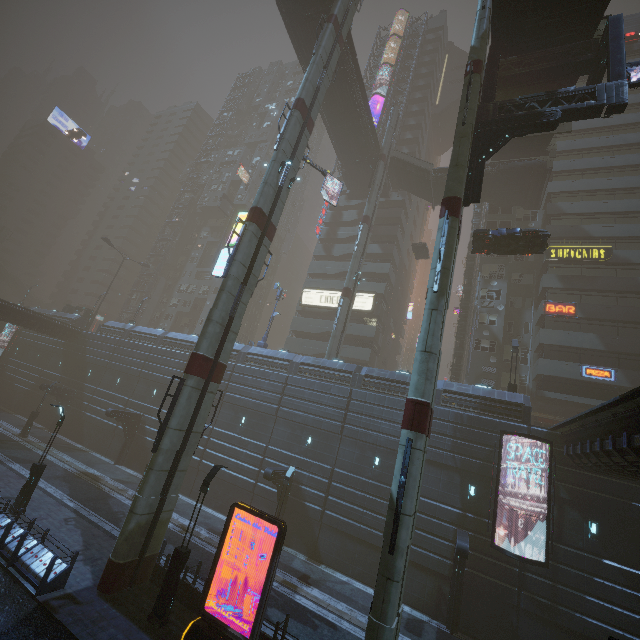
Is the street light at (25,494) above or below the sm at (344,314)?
below

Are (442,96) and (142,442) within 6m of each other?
no

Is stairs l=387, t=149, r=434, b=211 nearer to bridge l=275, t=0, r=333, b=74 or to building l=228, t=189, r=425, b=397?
bridge l=275, t=0, r=333, b=74

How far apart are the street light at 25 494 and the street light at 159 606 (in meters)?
10.57

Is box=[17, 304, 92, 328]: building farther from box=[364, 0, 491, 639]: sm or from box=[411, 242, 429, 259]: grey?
box=[411, 242, 429, 259]: grey

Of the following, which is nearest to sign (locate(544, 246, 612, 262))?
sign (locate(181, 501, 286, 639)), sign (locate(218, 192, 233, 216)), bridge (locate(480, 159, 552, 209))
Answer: bridge (locate(480, 159, 552, 209))

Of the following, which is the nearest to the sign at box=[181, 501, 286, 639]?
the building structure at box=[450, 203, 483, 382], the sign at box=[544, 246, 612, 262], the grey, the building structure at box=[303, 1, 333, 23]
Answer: the building structure at box=[303, 1, 333, 23]

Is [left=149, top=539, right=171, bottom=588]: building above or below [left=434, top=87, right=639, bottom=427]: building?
below
